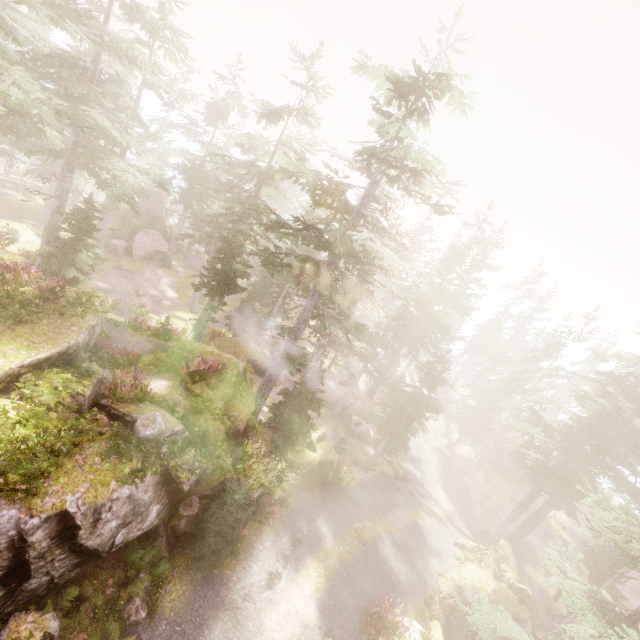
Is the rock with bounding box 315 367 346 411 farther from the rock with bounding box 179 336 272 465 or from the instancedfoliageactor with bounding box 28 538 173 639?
the rock with bounding box 179 336 272 465

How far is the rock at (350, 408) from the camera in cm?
3353

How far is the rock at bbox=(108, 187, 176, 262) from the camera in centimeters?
3675cm

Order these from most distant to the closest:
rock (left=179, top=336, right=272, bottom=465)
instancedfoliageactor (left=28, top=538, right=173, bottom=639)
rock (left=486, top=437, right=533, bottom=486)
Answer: rock (left=486, top=437, right=533, bottom=486) < rock (left=179, top=336, right=272, bottom=465) < instancedfoliageactor (left=28, top=538, right=173, bottom=639)

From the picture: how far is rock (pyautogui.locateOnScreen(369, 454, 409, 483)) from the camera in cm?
2705

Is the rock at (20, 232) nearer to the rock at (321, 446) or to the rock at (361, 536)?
the rock at (321, 446)

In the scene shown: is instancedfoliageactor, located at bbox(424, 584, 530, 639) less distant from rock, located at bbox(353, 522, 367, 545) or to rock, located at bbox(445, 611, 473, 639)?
rock, located at bbox(445, 611, 473, 639)

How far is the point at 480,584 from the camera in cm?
2002
